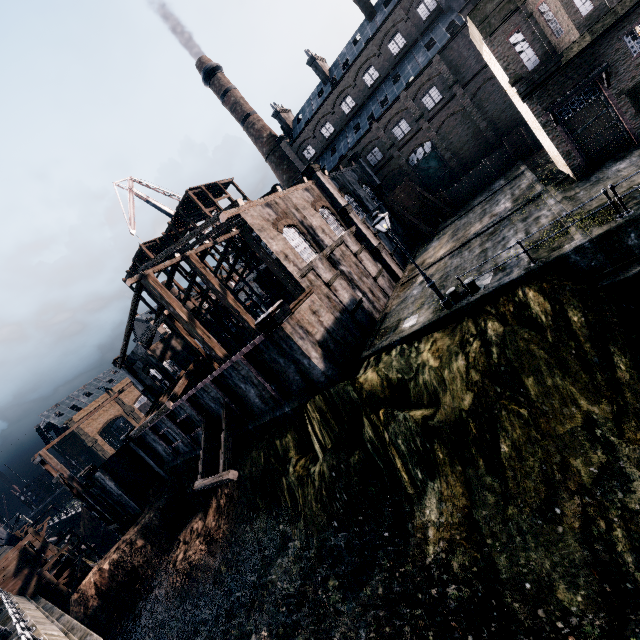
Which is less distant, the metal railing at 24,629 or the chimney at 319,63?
the metal railing at 24,629

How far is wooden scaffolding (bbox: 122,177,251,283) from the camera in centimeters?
3981cm

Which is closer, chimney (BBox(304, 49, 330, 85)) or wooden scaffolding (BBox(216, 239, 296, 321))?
wooden scaffolding (BBox(216, 239, 296, 321))

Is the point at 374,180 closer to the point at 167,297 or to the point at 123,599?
the point at 167,297

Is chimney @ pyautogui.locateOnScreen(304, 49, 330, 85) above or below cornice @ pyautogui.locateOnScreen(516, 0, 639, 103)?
above

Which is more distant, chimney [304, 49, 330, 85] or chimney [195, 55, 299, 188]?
chimney [195, 55, 299, 188]

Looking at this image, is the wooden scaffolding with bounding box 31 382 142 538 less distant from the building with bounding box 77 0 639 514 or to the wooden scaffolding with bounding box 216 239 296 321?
the building with bounding box 77 0 639 514

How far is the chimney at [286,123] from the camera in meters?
53.2
